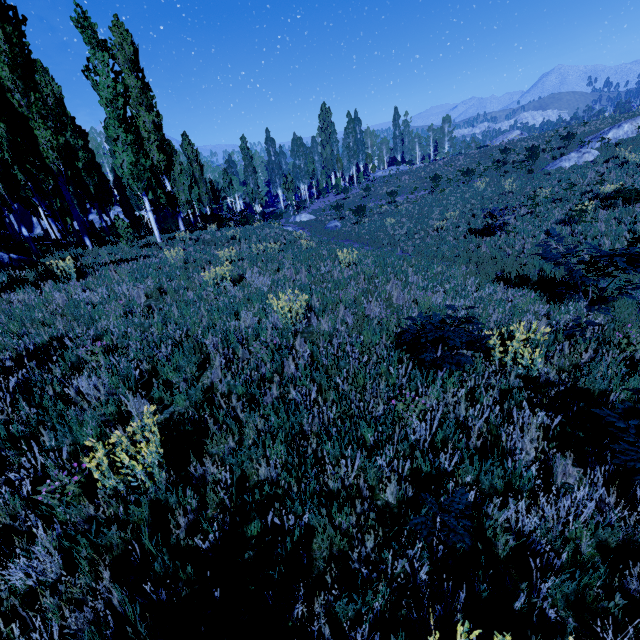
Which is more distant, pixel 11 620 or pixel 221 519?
pixel 221 519

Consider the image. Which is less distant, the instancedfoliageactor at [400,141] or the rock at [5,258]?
the rock at [5,258]

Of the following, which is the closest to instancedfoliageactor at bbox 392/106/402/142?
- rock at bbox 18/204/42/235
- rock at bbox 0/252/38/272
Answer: rock at bbox 18/204/42/235

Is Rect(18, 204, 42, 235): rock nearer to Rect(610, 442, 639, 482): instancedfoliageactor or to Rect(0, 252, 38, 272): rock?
Rect(610, 442, 639, 482): instancedfoliageactor

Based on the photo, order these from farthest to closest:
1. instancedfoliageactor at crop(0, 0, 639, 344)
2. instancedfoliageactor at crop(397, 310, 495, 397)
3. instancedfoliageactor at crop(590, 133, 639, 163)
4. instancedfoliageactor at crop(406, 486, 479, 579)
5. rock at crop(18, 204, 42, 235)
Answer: rock at crop(18, 204, 42, 235)
instancedfoliageactor at crop(590, 133, 639, 163)
instancedfoliageactor at crop(0, 0, 639, 344)
instancedfoliageactor at crop(397, 310, 495, 397)
instancedfoliageactor at crop(406, 486, 479, 579)

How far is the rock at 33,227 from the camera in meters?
45.3 m
